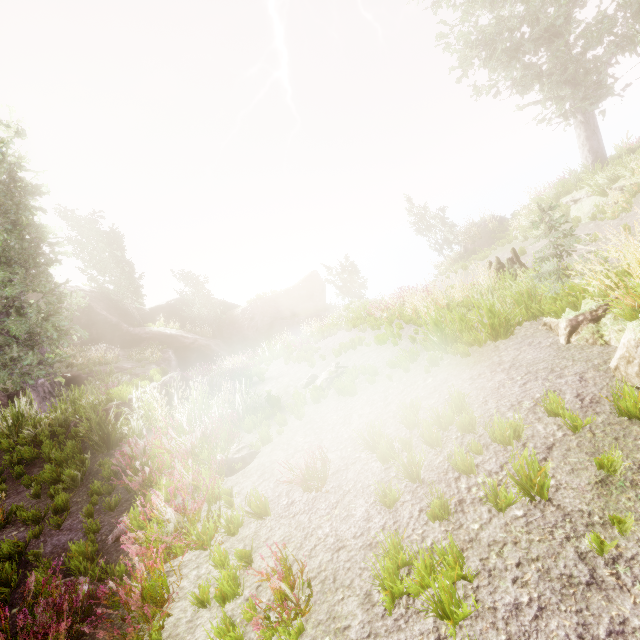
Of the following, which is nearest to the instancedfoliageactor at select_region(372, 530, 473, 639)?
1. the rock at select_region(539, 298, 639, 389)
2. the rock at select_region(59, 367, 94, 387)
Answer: the rock at select_region(59, 367, 94, 387)

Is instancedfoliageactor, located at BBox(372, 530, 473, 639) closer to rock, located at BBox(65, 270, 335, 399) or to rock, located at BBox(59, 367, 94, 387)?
rock, located at BBox(59, 367, 94, 387)

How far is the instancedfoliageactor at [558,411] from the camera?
3.4m

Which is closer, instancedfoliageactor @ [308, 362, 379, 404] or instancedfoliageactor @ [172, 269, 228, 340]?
instancedfoliageactor @ [308, 362, 379, 404]

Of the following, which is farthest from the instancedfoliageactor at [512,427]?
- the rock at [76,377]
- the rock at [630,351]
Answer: the rock at [630,351]

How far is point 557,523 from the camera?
2.7m

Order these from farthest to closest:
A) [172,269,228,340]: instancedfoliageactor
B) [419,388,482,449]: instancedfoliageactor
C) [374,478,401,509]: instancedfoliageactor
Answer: [172,269,228,340]: instancedfoliageactor, [419,388,482,449]: instancedfoliageactor, [374,478,401,509]: instancedfoliageactor

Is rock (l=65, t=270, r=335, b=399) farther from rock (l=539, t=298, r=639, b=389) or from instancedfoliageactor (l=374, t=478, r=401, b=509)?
rock (l=539, t=298, r=639, b=389)
